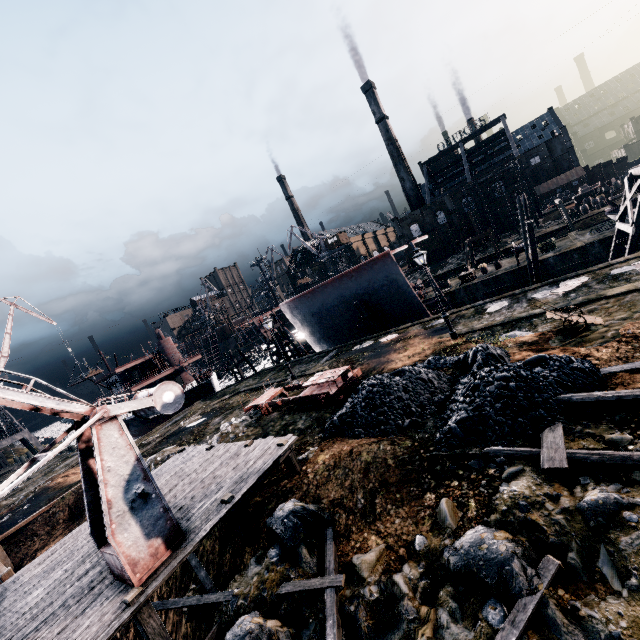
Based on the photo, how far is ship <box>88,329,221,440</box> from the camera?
44.3 meters

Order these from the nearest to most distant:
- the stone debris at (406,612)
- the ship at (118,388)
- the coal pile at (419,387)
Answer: the stone debris at (406,612)
the coal pile at (419,387)
the ship at (118,388)

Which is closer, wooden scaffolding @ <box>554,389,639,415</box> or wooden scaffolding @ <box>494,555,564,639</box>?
wooden scaffolding @ <box>494,555,564,639</box>

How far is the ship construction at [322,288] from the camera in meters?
29.2

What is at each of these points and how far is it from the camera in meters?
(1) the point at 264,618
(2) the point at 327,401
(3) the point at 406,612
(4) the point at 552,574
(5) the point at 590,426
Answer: (1) stone debris, 8.1
(2) rail car base, 17.6
(3) stone debris, 6.8
(4) wooden scaffolding, 5.9
(5) stone debris, 8.2

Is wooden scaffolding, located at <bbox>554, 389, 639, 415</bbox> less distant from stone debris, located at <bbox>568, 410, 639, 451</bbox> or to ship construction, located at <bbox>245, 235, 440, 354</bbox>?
stone debris, located at <bbox>568, 410, 639, 451</bbox>

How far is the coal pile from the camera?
9.17m

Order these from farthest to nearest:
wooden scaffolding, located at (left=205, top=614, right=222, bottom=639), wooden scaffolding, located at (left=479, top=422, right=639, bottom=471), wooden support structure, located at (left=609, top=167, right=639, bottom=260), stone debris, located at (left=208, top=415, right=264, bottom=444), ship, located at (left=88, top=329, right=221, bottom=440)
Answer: ship, located at (left=88, top=329, right=221, bottom=440) < wooden support structure, located at (left=609, top=167, right=639, bottom=260) < stone debris, located at (left=208, top=415, right=264, bottom=444) < wooden scaffolding, located at (left=205, top=614, right=222, bottom=639) < wooden scaffolding, located at (left=479, top=422, right=639, bottom=471)
